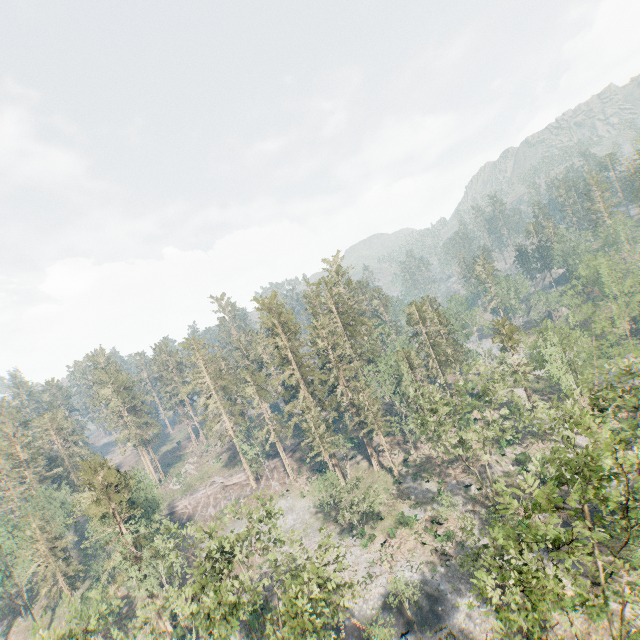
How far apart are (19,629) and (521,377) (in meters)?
88.18

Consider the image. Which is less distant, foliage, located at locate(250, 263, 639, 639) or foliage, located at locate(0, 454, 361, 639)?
foliage, located at locate(250, 263, 639, 639)

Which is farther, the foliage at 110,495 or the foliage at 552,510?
the foliage at 110,495
